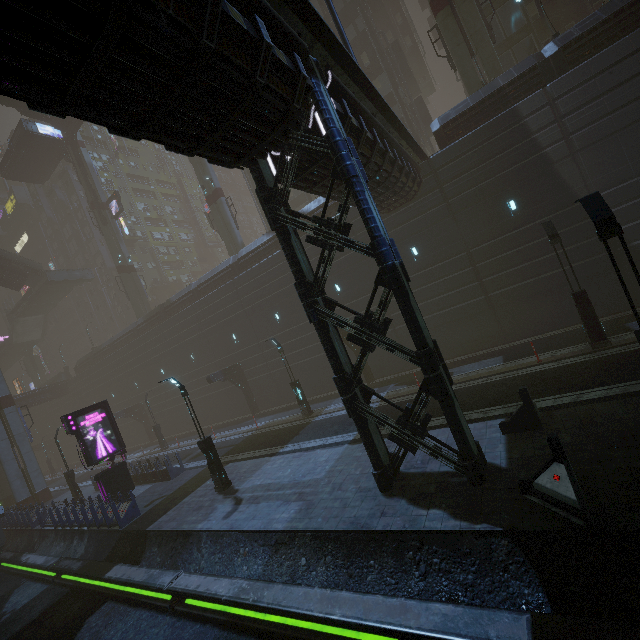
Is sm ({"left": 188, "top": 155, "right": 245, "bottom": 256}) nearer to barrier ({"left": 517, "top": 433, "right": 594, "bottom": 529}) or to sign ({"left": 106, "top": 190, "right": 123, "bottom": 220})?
sign ({"left": 106, "top": 190, "right": 123, "bottom": 220})

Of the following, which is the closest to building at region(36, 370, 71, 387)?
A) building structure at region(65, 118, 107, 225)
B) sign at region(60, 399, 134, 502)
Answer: sign at region(60, 399, 134, 502)

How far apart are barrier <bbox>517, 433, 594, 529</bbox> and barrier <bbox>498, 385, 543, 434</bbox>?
2.75m

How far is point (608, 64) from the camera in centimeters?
1470cm

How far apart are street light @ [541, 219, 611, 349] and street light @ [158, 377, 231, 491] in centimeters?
1650cm

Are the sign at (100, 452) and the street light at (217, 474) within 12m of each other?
yes

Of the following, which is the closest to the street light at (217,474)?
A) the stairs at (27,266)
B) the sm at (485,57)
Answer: the sm at (485,57)

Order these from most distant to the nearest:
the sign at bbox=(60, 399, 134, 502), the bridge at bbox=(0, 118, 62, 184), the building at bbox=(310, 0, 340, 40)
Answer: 1. the bridge at bbox=(0, 118, 62, 184)
2. the building at bbox=(310, 0, 340, 40)
3. the sign at bbox=(60, 399, 134, 502)
